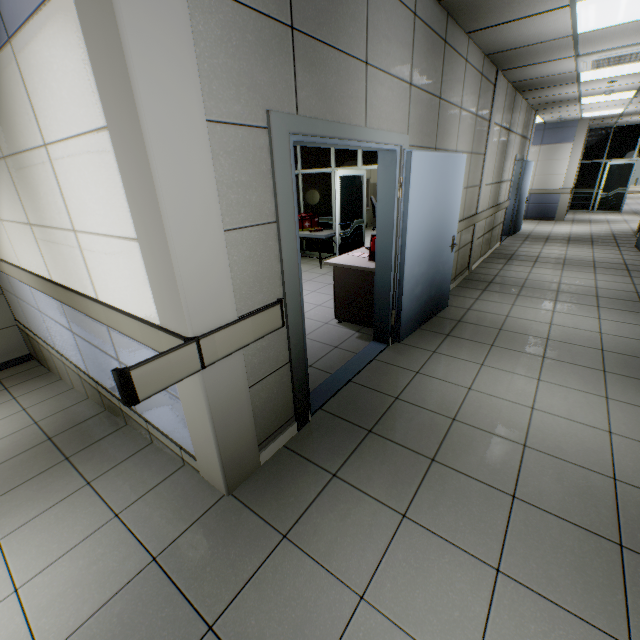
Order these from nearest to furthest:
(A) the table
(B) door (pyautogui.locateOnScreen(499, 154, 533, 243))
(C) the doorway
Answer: (A) the table < (C) the doorway < (B) door (pyautogui.locateOnScreen(499, 154, 533, 243))

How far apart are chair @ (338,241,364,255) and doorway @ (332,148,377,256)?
1.4m

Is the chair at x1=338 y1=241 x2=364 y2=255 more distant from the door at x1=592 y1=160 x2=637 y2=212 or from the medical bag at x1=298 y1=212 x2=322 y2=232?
the door at x1=592 y1=160 x2=637 y2=212

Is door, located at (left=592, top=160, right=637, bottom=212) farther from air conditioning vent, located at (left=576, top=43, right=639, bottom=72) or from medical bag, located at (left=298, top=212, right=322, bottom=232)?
medical bag, located at (left=298, top=212, right=322, bottom=232)

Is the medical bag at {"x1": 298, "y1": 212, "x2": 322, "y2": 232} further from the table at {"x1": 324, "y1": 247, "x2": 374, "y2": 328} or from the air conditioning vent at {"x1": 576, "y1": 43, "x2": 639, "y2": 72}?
the air conditioning vent at {"x1": 576, "y1": 43, "x2": 639, "y2": 72}

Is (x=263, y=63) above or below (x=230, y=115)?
above

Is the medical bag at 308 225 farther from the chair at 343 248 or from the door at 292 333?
the door at 292 333

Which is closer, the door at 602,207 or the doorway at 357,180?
the doorway at 357,180
